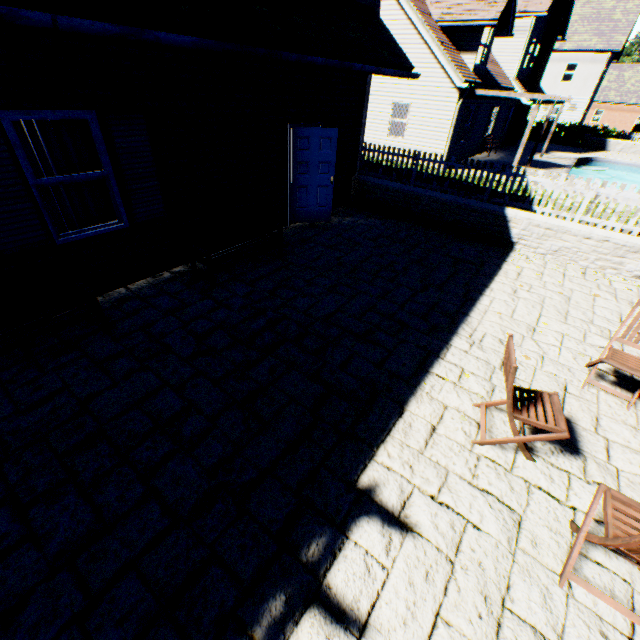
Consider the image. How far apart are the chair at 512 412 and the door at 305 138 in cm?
625

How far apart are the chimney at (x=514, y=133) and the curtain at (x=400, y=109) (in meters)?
13.79

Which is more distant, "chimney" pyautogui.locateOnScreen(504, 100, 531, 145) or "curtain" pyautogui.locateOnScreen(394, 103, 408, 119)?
"chimney" pyautogui.locateOnScreen(504, 100, 531, 145)

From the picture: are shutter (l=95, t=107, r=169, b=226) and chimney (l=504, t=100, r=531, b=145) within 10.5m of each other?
no

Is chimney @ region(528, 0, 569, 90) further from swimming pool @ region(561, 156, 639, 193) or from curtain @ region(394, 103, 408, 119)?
curtain @ region(394, 103, 408, 119)

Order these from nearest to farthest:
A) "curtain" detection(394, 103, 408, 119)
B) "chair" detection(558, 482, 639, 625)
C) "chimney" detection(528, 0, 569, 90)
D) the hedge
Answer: "chair" detection(558, 482, 639, 625), "curtain" detection(394, 103, 408, 119), "chimney" detection(528, 0, 569, 90), the hedge

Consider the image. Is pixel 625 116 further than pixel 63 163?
Yes

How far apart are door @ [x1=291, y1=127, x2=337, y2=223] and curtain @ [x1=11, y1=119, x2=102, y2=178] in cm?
380
